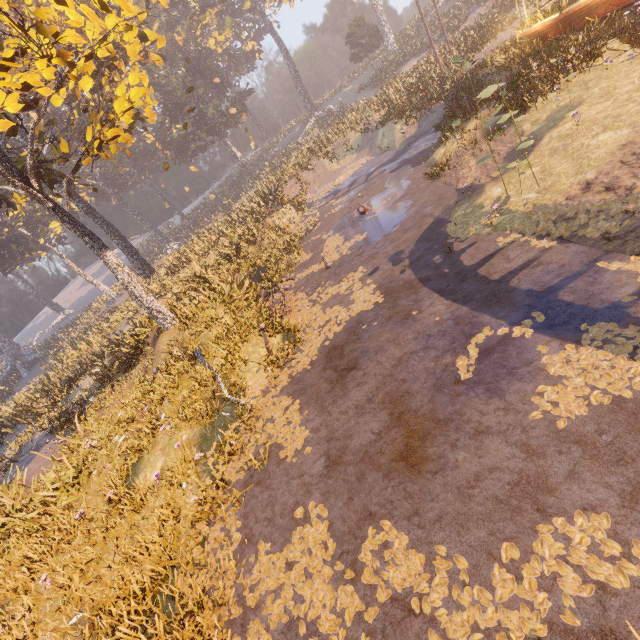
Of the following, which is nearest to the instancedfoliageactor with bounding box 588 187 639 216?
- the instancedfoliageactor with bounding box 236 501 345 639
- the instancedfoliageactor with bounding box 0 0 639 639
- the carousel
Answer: the instancedfoliageactor with bounding box 236 501 345 639

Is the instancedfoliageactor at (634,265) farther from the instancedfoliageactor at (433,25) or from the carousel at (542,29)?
the instancedfoliageactor at (433,25)

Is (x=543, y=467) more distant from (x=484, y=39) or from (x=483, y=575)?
(x=484, y=39)

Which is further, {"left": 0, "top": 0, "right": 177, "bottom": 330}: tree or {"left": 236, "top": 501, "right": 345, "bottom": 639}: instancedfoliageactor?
{"left": 0, "top": 0, "right": 177, "bottom": 330}: tree

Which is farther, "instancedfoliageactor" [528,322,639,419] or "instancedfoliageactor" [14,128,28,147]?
"instancedfoliageactor" [14,128,28,147]

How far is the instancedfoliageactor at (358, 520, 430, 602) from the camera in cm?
353

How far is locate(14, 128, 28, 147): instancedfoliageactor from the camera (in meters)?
22.25

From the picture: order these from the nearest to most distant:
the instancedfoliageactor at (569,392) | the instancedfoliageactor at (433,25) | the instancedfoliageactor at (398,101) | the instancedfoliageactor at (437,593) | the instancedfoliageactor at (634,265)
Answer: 1. the instancedfoliageactor at (437,593)
2. the instancedfoliageactor at (569,392)
3. the instancedfoliageactor at (634,265)
4. the instancedfoliageactor at (398,101)
5. the instancedfoliageactor at (433,25)
